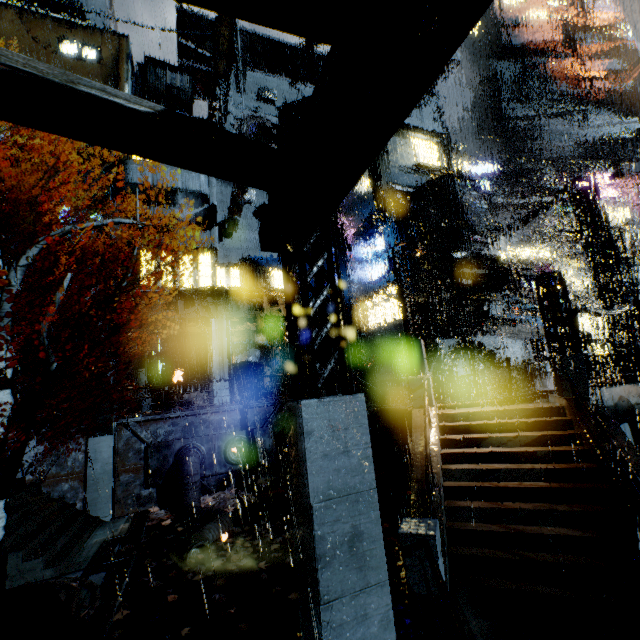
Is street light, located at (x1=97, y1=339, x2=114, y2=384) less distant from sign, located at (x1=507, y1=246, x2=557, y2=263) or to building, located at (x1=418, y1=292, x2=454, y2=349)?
building, located at (x1=418, y1=292, x2=454, y2=349)

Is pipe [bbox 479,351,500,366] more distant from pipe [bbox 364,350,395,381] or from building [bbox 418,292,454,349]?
pipe [bbox 364,350,395,381]

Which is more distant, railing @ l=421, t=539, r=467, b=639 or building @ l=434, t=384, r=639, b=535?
building @ l=434, t=384, r=639, b=535

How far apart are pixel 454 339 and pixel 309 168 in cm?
2449

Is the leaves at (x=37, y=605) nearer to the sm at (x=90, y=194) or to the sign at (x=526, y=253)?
the sm at (x=90, y=194)

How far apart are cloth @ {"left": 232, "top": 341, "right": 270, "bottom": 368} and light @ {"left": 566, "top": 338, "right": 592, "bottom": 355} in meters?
21.6

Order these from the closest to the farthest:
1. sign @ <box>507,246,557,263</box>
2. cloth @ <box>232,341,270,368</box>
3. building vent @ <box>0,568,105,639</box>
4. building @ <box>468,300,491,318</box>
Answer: building vent @ <box>0,568,105,639</box> < cloth @ <box>232,341,270,368</box> < building @ <box>468,300,491,318</box> < sign @ <box>507,246,557,263</box>

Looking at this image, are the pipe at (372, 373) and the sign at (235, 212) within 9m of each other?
no
